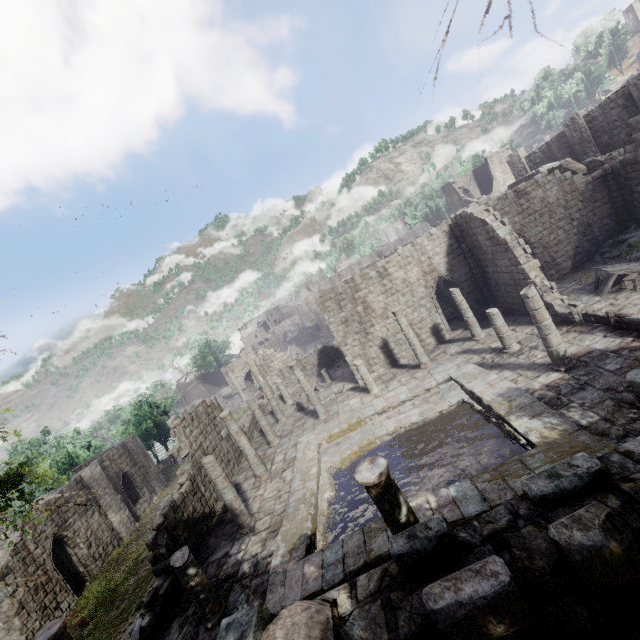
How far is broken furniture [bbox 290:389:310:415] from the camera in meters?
23.7

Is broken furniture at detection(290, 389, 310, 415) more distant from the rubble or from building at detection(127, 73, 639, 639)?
the rubble

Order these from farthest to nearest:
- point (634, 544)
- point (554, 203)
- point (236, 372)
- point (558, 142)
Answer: point (236, 372) → point (558, 142) → point (554, 203) → point (634, 544)

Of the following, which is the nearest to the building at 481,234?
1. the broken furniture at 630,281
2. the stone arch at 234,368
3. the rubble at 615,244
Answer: the rubble at 615,244

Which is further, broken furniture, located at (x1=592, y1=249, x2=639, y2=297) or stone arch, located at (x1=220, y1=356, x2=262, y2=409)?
stone arch, located at (x1=220, y1=356, x2=262, y2=409)

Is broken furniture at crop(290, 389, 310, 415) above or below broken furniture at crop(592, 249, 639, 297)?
above

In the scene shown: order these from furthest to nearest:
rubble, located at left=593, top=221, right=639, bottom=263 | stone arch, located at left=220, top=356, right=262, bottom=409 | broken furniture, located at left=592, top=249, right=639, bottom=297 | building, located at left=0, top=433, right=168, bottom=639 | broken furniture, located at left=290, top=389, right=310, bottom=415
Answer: stone arch, located at left=220, top=356, right=262, bottom=409
broken furniture, located at left=290, top=389, right=310, bottom=415
rubble, located at left=593, top=221, right=639, bottom=263
building, located at left=0, top=433, right=168, bottom=639
broken furniture, located at left=592, top=249, right=639, bottom=297

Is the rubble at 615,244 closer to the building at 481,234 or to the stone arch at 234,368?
the building at 481,234
